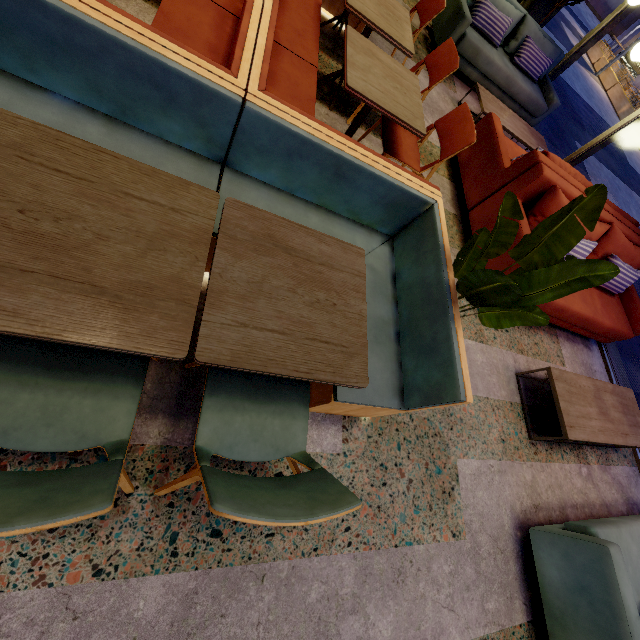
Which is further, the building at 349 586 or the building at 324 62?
the building at 324 62

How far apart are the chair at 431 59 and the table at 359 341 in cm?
222

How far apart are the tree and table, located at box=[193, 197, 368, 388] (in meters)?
0.53

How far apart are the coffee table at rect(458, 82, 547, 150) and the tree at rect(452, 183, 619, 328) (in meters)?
3.49

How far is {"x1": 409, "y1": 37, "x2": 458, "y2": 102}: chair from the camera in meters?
2.8

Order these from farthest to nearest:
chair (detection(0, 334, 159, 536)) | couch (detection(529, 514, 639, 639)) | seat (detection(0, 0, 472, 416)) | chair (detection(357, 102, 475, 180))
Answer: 1. chair (detection(357, 102, 475, 180))
2. couch (detection(529, 514, 639, 639))
3. seat (detection(0, 0, 472, 416))
4. chair (detection(0, 334, 159, 536))

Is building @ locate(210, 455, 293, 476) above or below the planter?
above

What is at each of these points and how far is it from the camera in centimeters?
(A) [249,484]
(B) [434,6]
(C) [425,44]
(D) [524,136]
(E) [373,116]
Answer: (A) chair, 99cm
(B) chair, 320cm
(C) building, 482cm
(D) coffee table, 464cm
(E) building, 339cm
